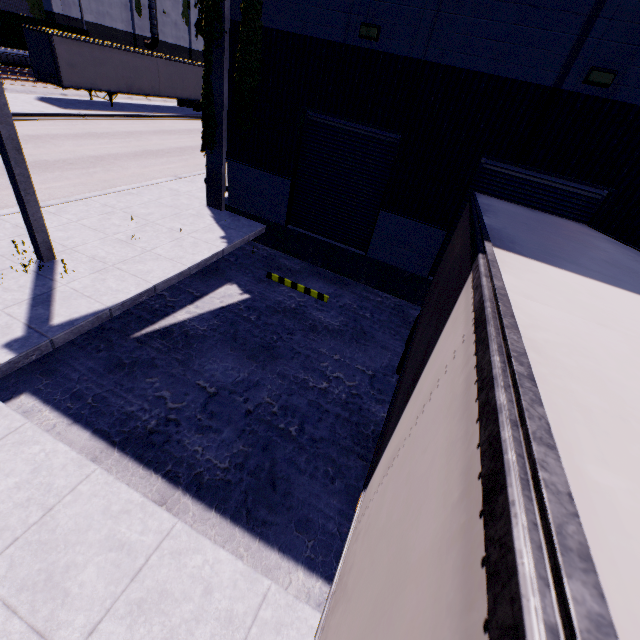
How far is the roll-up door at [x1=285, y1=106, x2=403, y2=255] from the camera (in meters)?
8.93

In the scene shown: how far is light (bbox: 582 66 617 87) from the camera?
6.3 meters

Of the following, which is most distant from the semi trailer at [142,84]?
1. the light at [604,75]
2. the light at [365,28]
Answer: the light at [365,28]

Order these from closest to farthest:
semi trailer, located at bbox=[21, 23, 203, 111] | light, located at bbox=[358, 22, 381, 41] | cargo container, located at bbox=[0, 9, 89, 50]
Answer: light, located at bbox=[358, 22, 381, 41]
semi trailer, located at bbox=[21, 23, 203, 111]
cargo container, located at bbox=[0, 9, 89, 50]

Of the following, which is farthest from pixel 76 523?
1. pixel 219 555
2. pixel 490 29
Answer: pixel 490 29

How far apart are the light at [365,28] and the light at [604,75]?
4.49m

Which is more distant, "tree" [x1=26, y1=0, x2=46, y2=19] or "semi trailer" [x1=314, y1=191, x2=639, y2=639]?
"tree" [x1=26, y1=0, x2=46, y2=19]

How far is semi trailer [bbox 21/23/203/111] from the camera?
19.9 meters
